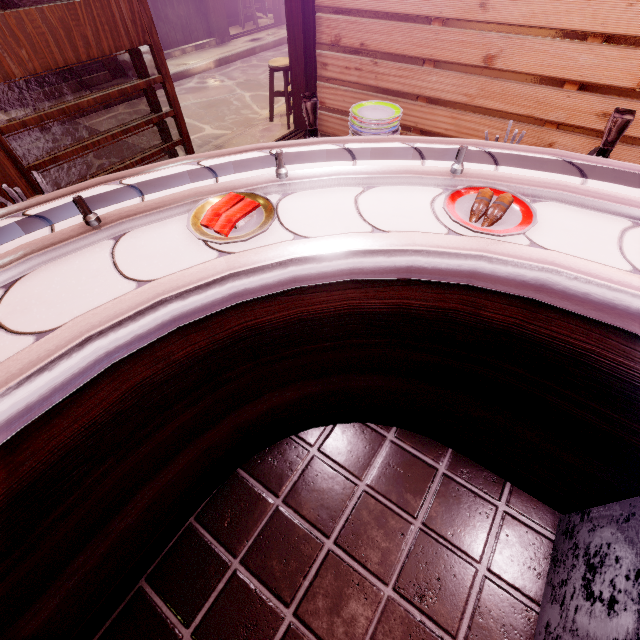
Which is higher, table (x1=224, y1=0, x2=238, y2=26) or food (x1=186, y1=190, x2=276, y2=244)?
food (x1=186, y1=190, x2=276, y2=244)

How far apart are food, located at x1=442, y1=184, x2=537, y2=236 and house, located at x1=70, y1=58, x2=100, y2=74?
14.8 meters

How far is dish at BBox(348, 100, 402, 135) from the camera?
3.0m

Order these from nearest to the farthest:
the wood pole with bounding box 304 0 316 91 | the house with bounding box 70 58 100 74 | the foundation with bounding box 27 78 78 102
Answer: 1. the wood pole with bounding box 304 0 316 91
2. the foundation with bounding box 27 78 78 102
3. the house with bounding box 70 58 100 74

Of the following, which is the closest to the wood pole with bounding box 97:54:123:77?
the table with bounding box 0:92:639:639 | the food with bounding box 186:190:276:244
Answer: the table with bounding box 0:92:639:639

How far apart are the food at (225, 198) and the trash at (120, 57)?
13.96m

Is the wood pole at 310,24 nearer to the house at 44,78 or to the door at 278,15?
the house at 44,78

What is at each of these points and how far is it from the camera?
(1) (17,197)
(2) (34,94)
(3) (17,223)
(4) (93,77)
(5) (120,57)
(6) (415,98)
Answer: (1) tableware, 2.3 meters
(2) foundation, 10.6 meters
(3) table, 1.9 meters
(4) foundation, 11.6 meters
(5) trash, 11.4 meters
(6) building, 6.7 meters
